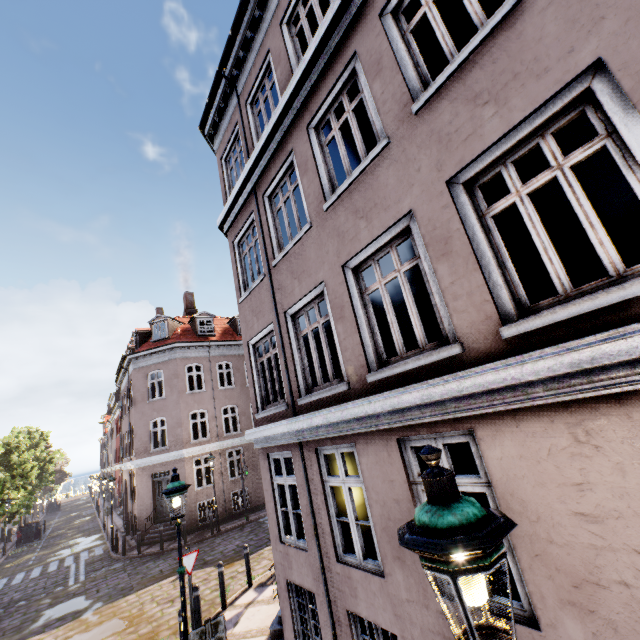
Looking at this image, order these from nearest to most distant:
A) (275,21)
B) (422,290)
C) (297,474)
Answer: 1. (297,474)
2. (275,21)
3. (422,290)

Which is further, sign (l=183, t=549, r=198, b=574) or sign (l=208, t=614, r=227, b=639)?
sign (l=183, t=549, r=198, b=574)

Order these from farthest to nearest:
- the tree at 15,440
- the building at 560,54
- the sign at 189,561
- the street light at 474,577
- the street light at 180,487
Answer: the tree at 15,440, the sign at 189,561, the street light at 180,487, the building at 560,54, the street light at 474,577

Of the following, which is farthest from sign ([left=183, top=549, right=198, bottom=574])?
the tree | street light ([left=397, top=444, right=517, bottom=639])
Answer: street light ([left=397, top=444, right=517, bottom=639])

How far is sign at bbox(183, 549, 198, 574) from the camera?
7.9m

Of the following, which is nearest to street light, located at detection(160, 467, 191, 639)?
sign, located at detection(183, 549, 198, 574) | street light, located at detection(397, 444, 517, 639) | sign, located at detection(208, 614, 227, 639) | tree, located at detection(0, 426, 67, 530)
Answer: sign, located at detection(208, 614, 227, 639)

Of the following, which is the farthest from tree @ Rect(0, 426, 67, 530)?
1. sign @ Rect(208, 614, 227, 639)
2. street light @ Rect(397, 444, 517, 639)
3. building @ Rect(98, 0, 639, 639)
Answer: sign @ Rect(208, 614, 227, 639)

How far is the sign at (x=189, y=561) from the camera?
7.9m
